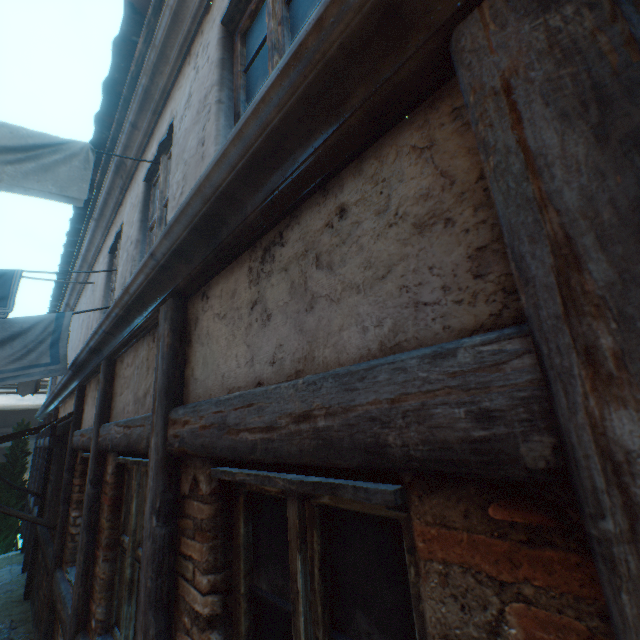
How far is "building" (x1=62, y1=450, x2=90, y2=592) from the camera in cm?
387

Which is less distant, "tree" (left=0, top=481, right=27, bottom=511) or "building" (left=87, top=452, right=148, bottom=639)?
"building" (left=87, top=452, right=148, bottom=639)

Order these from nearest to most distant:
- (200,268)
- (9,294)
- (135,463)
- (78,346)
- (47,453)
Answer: (200,268)
(135,463)
(9,294)
(78,346)
(47,453)

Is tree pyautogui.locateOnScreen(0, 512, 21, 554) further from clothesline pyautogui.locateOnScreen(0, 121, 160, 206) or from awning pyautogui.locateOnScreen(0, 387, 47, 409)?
clothesline pyautogui.locateOnScreen(0, 121, 160, 206)

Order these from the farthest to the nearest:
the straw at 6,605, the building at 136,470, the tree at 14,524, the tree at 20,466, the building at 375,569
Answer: the tree at 20,466
the tree at 14,524
the straw at 6,605
the building at 136,470
the building at 375,569

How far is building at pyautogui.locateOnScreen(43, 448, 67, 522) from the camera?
5.4m

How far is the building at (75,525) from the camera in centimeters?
387cm

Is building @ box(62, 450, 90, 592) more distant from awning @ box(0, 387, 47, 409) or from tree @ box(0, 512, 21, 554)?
awning @ box(0, 387, 47, 409)
